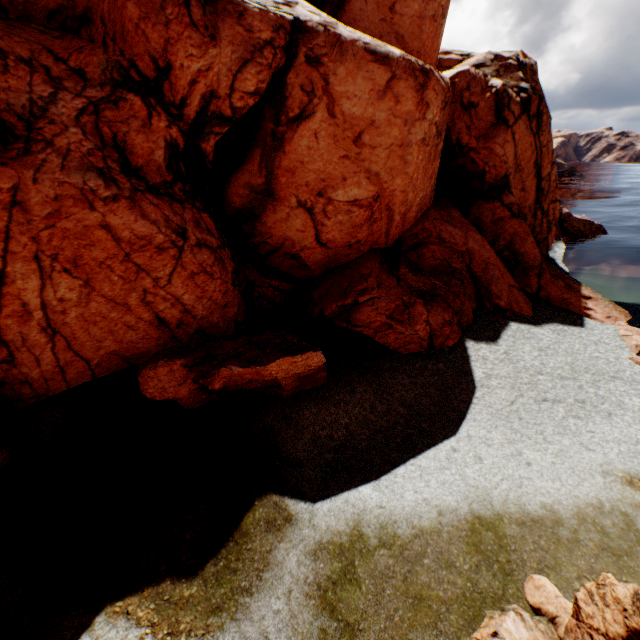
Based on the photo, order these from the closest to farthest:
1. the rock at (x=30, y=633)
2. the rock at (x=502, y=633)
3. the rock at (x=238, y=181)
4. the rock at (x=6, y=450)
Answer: the rock at (x=502, y=633) → the rock at (x=30, y=633) → the rock at (x=6, y=450) → the rock at (x=238, y=181)

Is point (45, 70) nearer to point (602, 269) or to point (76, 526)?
point (76, 526)

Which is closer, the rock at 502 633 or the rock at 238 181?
the rock at 502 633

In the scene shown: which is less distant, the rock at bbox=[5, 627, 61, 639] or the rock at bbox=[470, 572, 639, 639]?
the rock at bbox=[470, 572, 639, 639]

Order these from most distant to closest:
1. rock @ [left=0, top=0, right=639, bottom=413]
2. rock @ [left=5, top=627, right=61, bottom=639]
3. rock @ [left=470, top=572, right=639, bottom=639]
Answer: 1. rock @ [left=0, top=0, right=639, bottom=413]
2. rock @ [left=5, top=627, right=61, bottom=639]
3. rock @ [left=470, top=572, right=639, bottom=639]
